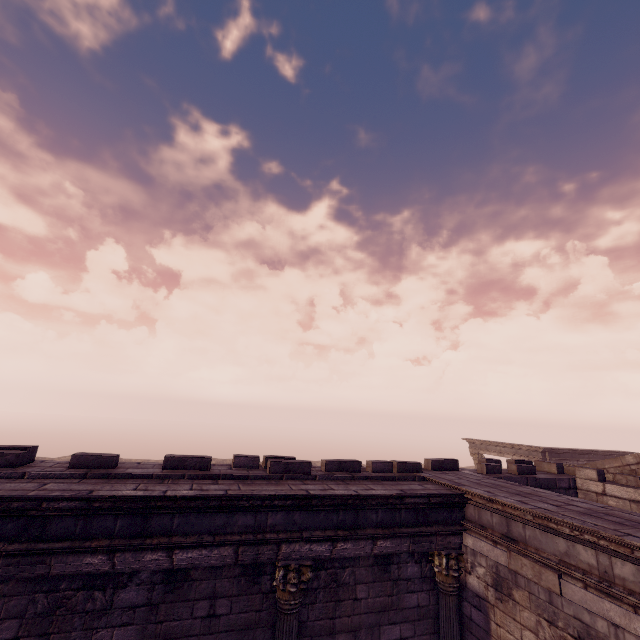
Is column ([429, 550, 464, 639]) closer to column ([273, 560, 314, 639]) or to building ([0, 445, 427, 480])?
building ([0, 445, 427, 480])

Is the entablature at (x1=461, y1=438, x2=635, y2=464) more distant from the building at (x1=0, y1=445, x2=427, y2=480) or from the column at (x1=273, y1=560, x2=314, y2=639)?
the column at (x1=273, y1=560, x2=314, y2=639)

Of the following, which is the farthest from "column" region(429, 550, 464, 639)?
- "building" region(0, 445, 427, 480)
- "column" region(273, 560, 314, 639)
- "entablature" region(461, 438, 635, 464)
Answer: "entablature" region(461, 438, 635, 464)

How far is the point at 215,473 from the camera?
5.88m

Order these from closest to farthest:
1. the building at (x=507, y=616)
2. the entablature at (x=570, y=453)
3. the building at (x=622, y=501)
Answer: the building at (x=507, y=616) < the building at (x=622, y=501) < the entablature at (x=570, y=453)

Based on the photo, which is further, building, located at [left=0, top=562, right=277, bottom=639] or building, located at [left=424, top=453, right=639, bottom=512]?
building, located at [left=424, top=453, right=639, bottom=512]

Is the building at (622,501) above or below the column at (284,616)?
above

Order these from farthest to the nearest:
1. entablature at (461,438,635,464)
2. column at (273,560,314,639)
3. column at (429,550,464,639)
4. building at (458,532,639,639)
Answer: entablature at (461,438,635,464) < column at (429,550,464,639) < column at (273,560,314,639) < building at (458,532,639,639)
